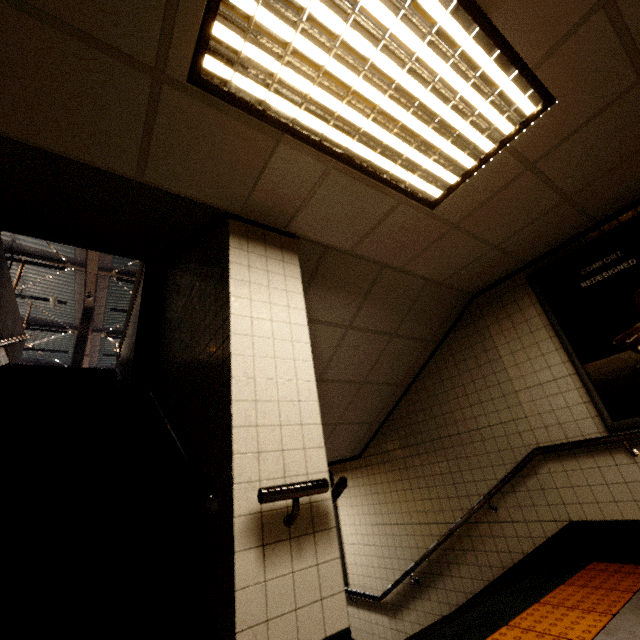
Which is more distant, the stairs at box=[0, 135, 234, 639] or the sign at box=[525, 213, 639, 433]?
the sign at box=[525, 213, 639, 433]

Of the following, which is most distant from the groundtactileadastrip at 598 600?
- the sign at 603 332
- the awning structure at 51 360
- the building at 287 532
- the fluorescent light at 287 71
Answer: the awning structure at 51 360

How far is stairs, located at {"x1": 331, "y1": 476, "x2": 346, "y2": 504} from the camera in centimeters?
197cm

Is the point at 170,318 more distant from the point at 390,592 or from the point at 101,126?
the point at 390,592

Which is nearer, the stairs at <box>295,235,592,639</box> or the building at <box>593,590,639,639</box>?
the building at <box>593,590,639,639</box>

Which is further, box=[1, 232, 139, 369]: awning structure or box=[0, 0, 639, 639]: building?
box=[1, 232, 139, 369]: awning structure

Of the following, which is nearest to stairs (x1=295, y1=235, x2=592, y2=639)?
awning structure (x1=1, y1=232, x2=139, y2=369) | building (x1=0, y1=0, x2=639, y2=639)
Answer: building (x1=0, y1=0, x2=639, y2=639)

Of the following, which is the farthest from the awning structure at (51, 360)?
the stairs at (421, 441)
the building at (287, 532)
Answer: the stairs at (421, 441)
